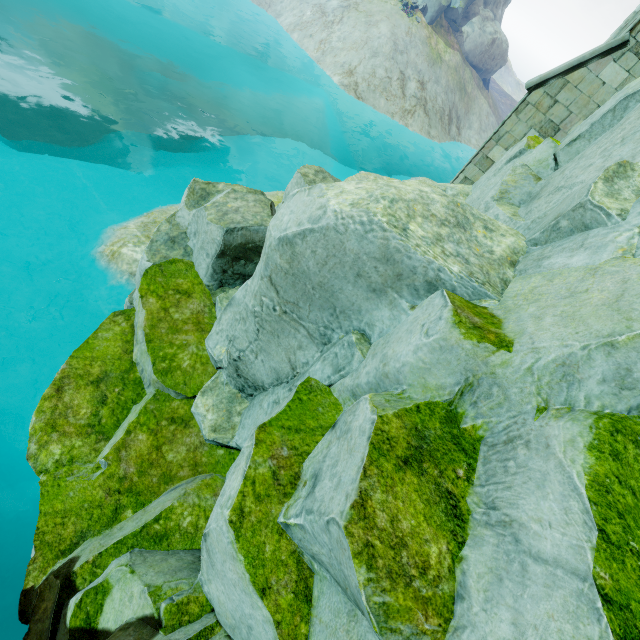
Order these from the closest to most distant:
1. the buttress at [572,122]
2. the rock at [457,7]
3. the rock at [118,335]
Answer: the rock at [118,335]
the buttress at [572,122]
the rock at [457,7]

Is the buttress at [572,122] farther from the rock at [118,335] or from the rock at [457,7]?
the rock at [457,7]

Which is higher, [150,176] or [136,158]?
[150,176]

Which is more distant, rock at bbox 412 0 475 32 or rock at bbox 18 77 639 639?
rock at bbox 412 0 475 32

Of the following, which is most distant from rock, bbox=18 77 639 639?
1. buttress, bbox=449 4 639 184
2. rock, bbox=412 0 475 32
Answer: rock, bbox=412 0 475 32

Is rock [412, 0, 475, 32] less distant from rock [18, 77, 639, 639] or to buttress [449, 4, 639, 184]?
rock [18, 77, 639, 639]

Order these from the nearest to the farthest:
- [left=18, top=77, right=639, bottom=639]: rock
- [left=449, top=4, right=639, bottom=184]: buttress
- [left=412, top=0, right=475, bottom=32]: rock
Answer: [left=18, top=77, right=639, bottom=639]: rock, [left=449, top=4, right=639, bottom=184]: buttress, [left=412, top=0, right=475, bottom=32]: rock
